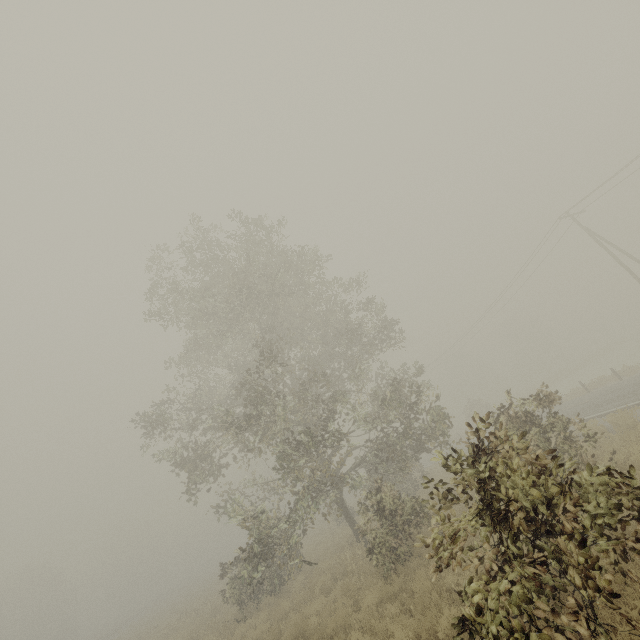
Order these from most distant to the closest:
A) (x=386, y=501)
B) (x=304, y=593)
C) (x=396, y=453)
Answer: (x=396, y=453) < (x=304, y=593) < (x=386, y=501)
